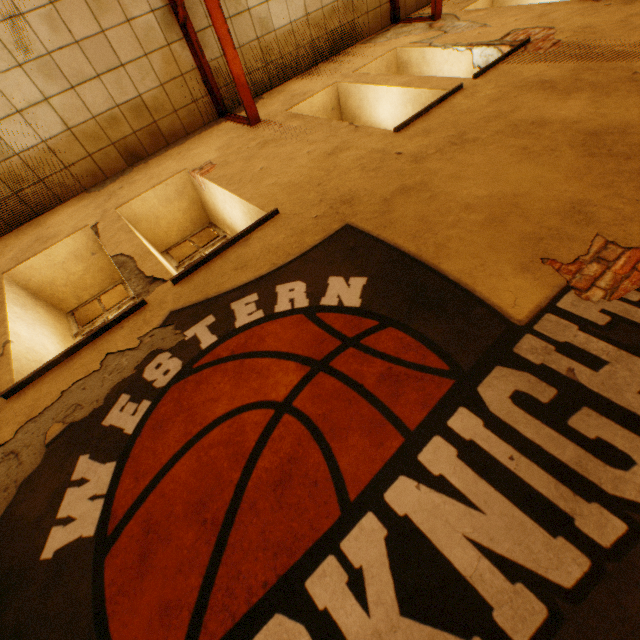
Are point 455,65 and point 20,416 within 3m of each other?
no

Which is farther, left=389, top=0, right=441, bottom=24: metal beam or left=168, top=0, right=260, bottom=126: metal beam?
left=389, top=0, right=441, bottom=24: metal beam

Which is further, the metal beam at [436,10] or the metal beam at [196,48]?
the metal beam at [436,10]
